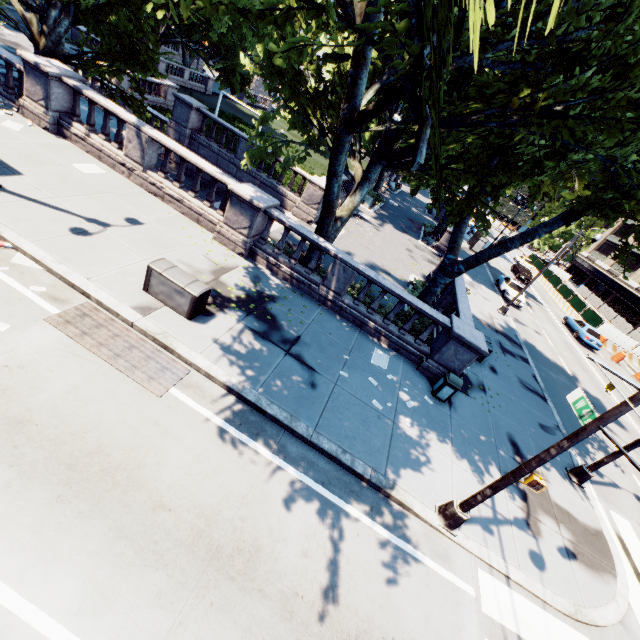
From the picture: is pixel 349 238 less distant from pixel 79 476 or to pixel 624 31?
pixel 624 31

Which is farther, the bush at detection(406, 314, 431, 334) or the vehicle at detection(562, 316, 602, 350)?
the vehicle at detection(562, 316, 602, 350)

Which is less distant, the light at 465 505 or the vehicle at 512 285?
the light at 465 505

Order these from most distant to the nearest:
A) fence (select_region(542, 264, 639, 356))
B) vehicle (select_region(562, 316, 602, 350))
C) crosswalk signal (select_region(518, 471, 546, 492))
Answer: fence (select_region(542, 264, 639, 356))
vehicle (select_region(562, 316, 602, 350))
crosswalk signal (select_region(518, 471, 546, 492))

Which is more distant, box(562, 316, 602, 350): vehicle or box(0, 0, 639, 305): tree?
box(562, 316, 602, 350): vehicle

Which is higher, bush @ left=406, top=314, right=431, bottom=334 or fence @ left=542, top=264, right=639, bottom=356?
A: fence @ left=542, top=264, right=639, bottom=356

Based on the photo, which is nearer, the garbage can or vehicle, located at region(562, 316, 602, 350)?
the garbage can

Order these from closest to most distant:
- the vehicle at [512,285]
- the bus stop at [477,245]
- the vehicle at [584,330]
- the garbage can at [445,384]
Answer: the garbage can at [445,384] → the vehicle at [512,285] → the vehicle at [584,330] → the bus stop at [477,245]
